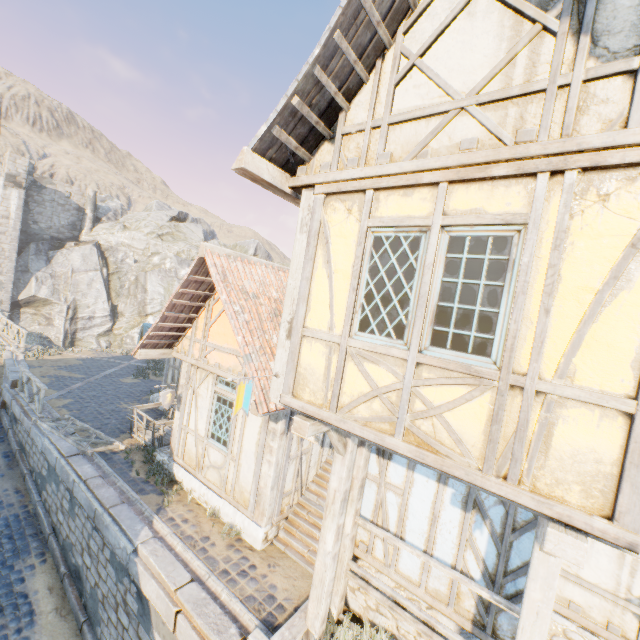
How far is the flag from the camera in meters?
4.0

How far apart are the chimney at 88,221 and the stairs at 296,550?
41.2 meters

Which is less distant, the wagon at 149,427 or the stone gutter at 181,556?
the stone gutter at 181,556

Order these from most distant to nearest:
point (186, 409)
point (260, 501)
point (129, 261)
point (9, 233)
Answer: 1. point (129, 261)
2. point (9, 233)
3. point (186, 409)
4. point (260, 501)

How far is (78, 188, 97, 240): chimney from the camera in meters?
36.9

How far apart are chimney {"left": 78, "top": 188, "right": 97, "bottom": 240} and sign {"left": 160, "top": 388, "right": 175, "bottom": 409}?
38.12m

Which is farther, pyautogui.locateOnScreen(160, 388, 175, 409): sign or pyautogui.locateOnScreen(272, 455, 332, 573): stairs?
→ pyautogui.locateOnScreen(160, 388, 175, 409): sign

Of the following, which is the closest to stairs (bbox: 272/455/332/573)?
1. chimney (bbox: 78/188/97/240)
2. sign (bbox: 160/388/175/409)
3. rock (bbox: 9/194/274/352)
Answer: sign (bbox: 160/388/175/409)
